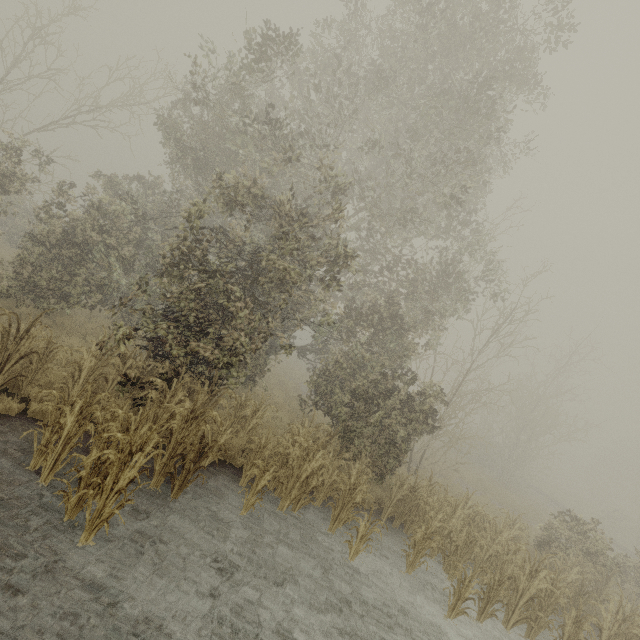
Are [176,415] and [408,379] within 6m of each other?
no
